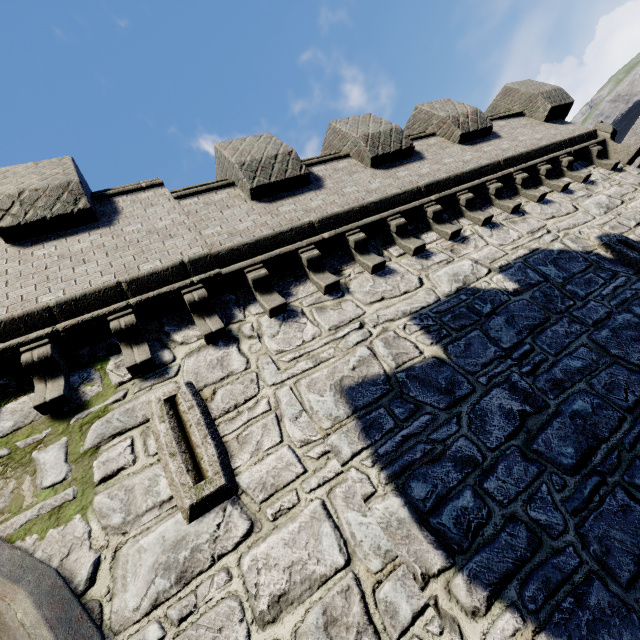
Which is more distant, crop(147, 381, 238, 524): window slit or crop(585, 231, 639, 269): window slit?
crop(585, 231, 639, 269): window slit

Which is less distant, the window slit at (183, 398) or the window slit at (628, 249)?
the window slit at (183, 398)

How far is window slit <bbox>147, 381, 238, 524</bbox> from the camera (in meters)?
3.19

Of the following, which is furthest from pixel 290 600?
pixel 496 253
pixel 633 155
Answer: pixel 633 155

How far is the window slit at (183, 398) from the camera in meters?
3.2 m
